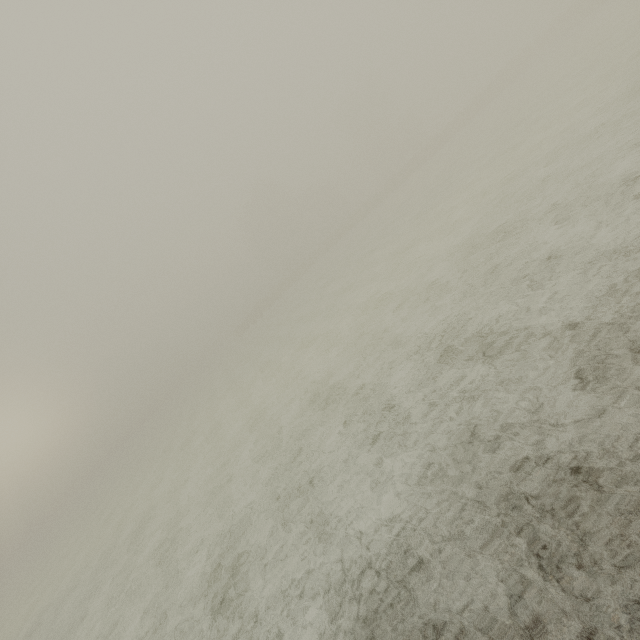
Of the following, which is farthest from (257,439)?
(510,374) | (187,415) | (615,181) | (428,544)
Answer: (187,415)
